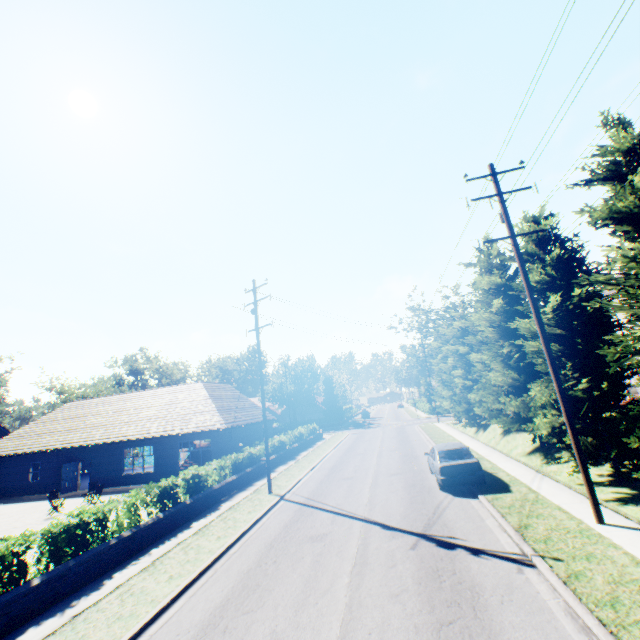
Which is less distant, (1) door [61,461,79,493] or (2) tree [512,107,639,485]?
(2) tree [512,107,639,485]

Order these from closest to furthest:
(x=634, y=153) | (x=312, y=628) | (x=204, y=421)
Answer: (x=312, y=628)
(x=634, y=153)
(x=204, y=421)

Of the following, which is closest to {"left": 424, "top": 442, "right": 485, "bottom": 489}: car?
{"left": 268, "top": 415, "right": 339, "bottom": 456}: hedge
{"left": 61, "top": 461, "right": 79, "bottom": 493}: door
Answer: {"left": 268, "top": 415, "right": 339, "bottom": 456}: hedge

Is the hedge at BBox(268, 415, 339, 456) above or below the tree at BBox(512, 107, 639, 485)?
below

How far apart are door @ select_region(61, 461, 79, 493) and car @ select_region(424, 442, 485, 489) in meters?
27.4

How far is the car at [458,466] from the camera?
13.2 meters

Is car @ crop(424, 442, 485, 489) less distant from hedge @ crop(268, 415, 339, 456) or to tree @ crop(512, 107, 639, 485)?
tree @ crop(512, 107, 639, 485)

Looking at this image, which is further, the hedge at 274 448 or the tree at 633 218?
the hedge at 274 448
